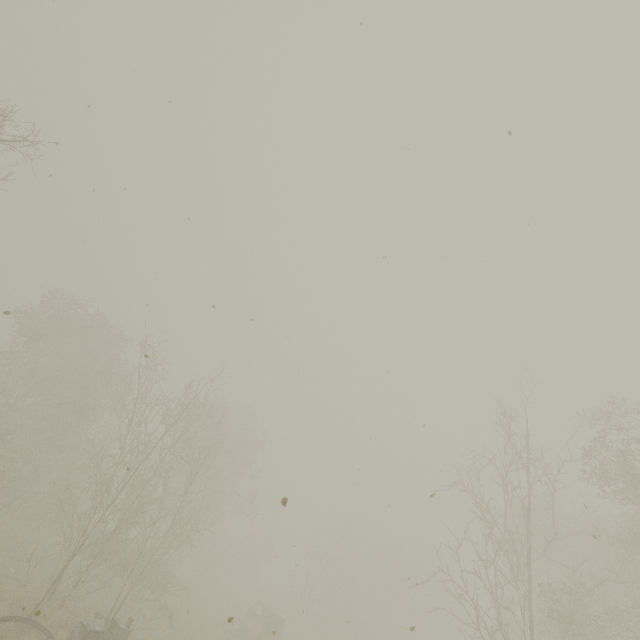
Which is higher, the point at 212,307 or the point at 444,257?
the point at 444,257
